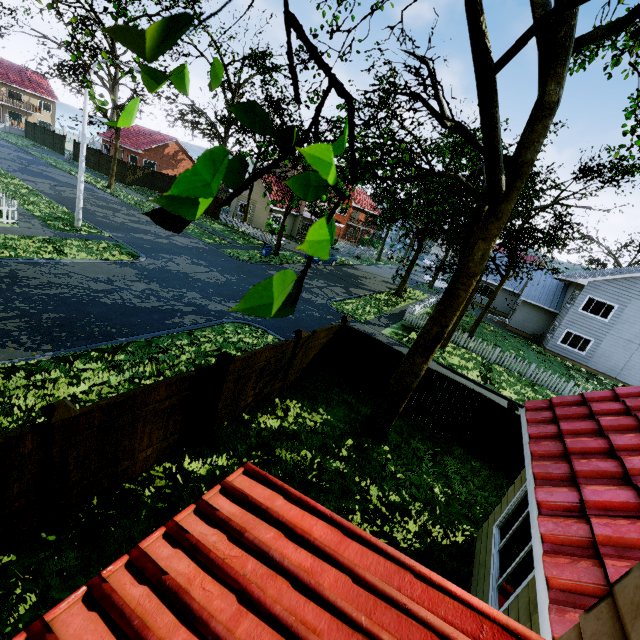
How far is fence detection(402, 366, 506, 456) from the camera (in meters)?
9.41

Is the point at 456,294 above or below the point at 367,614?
above

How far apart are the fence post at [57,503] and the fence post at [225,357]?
2.5 meters

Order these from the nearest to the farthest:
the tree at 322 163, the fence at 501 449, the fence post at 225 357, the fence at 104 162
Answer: the tree at 322 163
the fence post at 225 357
the fence at 501 449
the fence at 104 162

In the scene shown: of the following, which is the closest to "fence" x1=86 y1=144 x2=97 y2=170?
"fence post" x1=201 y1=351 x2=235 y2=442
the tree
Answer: "fence post" x1=201 y1=351 x2=235 y2=442

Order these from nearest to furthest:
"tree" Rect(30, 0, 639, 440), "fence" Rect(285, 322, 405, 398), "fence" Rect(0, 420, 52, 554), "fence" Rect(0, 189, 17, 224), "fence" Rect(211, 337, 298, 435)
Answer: "tree" Rect(30, 0, 639, 440)
"fence" Rect(0, 420, 52, 554)
"fence" Rect(211, 337, 298, 435)
"fence" Rect(285, 322, 405, 398)
"fence" Rect(0, 189, 17, 224)

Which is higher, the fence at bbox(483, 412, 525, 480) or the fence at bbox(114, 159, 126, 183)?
the fence at bbox(114, 159, 126, 183)
